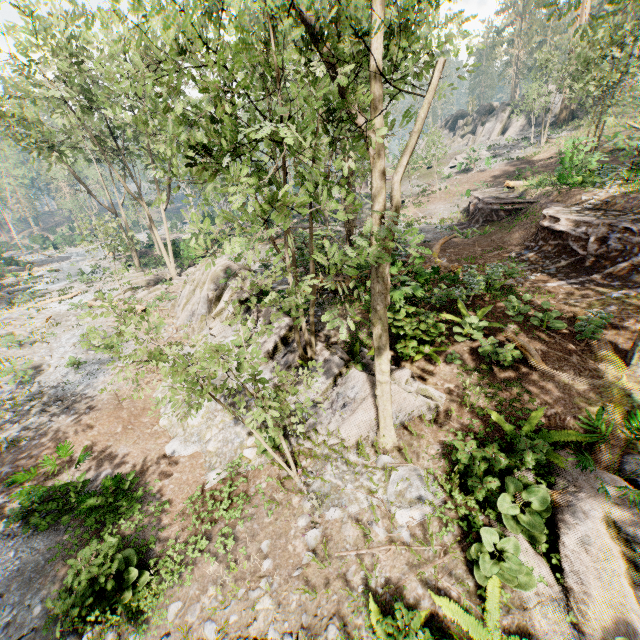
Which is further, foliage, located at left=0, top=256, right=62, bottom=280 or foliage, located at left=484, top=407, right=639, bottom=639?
foliage, located at left=0, top=256, right=62, bottom=280

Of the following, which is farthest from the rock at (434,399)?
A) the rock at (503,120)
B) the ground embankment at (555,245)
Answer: the rock at (503,120)

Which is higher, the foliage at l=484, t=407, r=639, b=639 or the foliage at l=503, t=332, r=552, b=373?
the foliage at l=503, t=332, r=552, b=373

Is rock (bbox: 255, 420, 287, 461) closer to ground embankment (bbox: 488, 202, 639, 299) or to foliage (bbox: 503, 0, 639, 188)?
foliage (bbox: 503, 0, 639, 188)

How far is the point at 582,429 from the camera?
6.7 meters

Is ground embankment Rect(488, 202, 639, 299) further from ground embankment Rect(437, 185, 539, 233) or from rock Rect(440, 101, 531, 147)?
rock Rect(440, 101, 531, 147)

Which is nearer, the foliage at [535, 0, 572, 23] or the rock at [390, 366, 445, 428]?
the foliage at [535, 0, 572, 23]

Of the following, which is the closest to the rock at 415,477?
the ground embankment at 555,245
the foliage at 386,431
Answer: the foliage at 386,431
